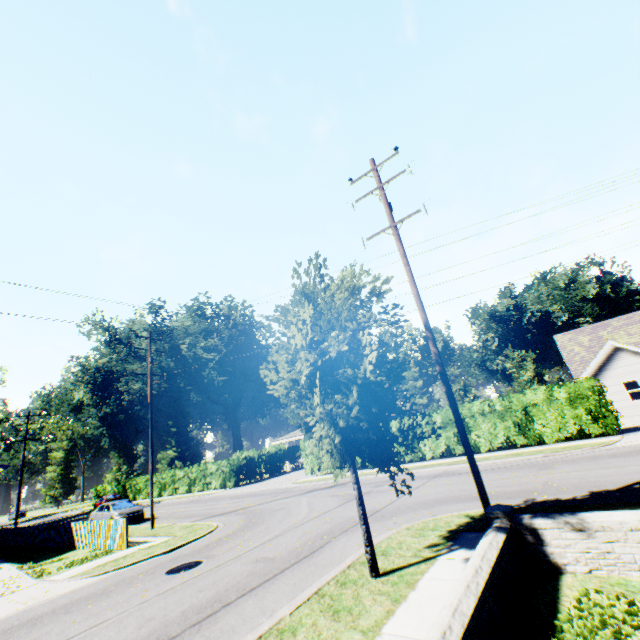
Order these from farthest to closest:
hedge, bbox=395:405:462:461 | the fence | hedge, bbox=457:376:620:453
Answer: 1. hedge, bbox=395:405:462:461
2. hedge, bbox=457:376:620:453
3. the fence

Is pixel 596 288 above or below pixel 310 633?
above

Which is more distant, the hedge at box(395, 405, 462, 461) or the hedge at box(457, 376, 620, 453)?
the hedge at box(395, 405, 462, 461)

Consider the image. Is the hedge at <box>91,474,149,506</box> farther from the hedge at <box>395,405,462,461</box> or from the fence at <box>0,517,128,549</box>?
the fence at <box>0,517,128,549</box>

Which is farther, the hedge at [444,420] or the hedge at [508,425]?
the hedge at [444,420]

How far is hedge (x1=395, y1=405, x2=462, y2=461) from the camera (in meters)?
21.47

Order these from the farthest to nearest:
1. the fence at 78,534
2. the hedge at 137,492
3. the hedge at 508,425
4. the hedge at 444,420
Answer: the hedge at 137,492 < the hedge at 444,420 < the hedge at 508,425 < the fence at 78,534

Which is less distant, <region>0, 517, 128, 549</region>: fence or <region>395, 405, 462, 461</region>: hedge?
<region>0, 517, 128, 549</region>: fence
